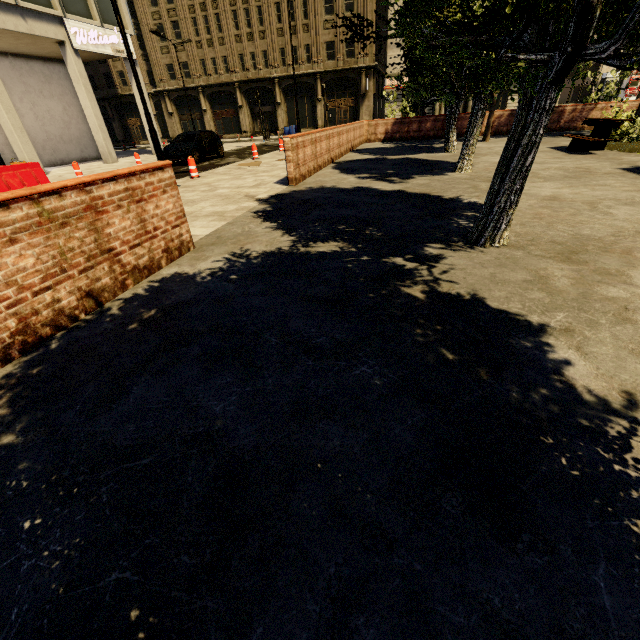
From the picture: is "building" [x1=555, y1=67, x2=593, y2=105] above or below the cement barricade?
above

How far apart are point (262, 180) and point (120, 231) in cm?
756

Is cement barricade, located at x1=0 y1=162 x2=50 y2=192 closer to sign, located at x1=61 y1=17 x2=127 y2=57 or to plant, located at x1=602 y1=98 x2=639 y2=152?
sign, located at x1=61 y1=17 x2=127 y2=57

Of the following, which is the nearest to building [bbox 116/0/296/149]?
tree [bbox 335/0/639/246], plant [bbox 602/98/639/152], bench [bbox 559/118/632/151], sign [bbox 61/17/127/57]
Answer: sign [bbox 61/17/127/57]

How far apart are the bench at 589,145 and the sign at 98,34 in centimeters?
2447cm

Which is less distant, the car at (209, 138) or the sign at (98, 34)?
the car at (209, 138)

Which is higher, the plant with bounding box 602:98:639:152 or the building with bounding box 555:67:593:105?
the building with bounding box 555:67:593:105

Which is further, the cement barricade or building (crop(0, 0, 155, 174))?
building (crop(0, 0, 155, 174))
